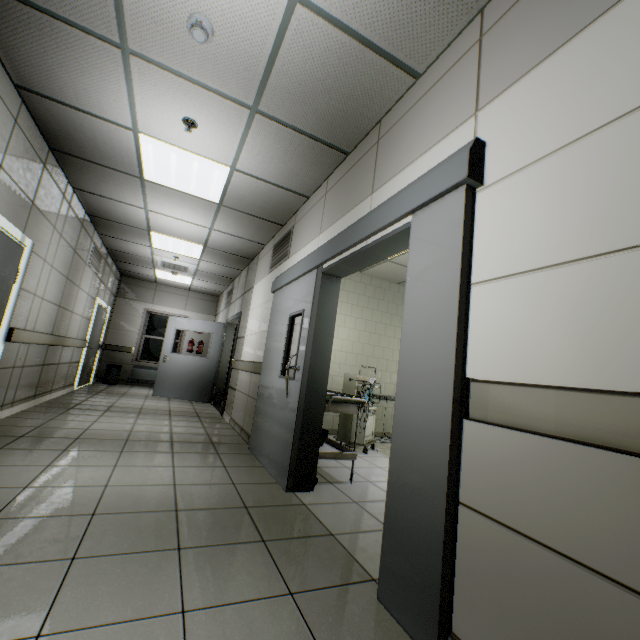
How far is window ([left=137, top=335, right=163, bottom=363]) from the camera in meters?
10.2

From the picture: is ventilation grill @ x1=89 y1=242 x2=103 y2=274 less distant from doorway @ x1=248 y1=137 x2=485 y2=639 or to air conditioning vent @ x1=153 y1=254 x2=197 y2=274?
air conditioning vent @ x1=153 y1=254 x2=197 y2=274

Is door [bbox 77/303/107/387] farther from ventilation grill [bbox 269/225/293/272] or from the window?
ventilation grill [bbox 269/225/293/272]

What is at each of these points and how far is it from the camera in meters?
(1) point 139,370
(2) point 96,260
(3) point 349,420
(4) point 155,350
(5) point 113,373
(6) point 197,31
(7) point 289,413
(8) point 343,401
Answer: (1) radiator, 9.9
(2) ventilation grill, 6.9
(3) artificialrespiration, 5.0
(4) window, 10.4
(5) garbage can, 9.3
(6) fire alarm, 2.1
(7) doorway, 3.2
(8) table, 3.4

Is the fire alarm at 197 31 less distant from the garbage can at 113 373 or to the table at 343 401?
the table at 343 401

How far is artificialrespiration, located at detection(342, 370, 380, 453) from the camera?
4.86m

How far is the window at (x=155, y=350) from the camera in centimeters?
1023cm

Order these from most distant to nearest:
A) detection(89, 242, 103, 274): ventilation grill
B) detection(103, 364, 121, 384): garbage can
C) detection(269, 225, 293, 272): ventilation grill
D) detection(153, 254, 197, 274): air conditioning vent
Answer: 1. detection(103, 364, 121, 384): garbage can
2. detection(153, 254, 197, 274): air conditioning vent
3. detection(89, 242, 103, 274): ventilation grill
4. detection(269, 225, 293, 272): ventilation grill
